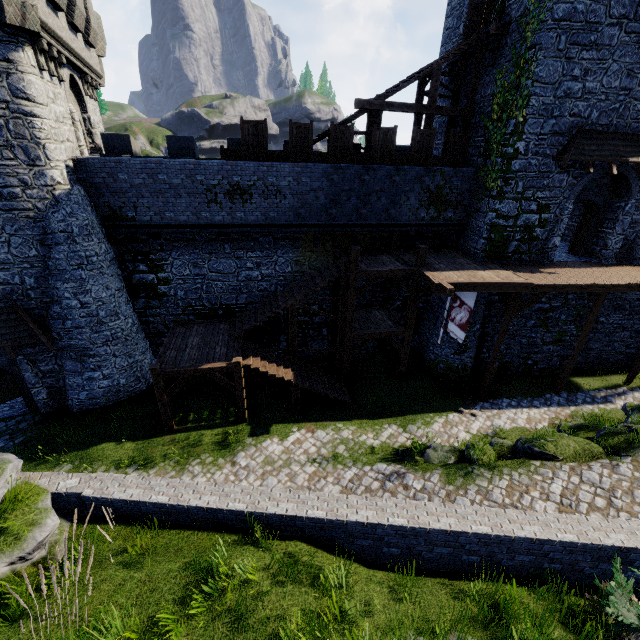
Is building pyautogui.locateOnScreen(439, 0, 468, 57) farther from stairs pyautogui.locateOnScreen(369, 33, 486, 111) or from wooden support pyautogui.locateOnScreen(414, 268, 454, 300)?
wooden support pyautogui.locateOnScreen(414, 268, 454, 300)

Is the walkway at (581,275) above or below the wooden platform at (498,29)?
below

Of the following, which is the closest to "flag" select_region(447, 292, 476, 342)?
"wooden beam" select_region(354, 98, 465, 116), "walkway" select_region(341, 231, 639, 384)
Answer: "walkway" select_region(341, 231, 639, 384)

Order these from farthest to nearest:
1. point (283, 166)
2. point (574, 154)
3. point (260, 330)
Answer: point (260, 330) → point (283, 166) → point (574, 154)

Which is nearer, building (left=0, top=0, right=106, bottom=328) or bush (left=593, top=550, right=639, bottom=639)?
bush (left=593, top=550, right=639, bottom=639)

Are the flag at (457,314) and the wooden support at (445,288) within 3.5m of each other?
yes

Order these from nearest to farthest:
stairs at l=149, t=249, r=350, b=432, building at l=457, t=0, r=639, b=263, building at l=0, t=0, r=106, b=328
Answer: building at l=0, t=0, r=106, b=328 < building at l=457, t=0, r=639, b=263 < stairs at l=149, t=249, r=350, b=432

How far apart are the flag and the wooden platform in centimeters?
1062cm
